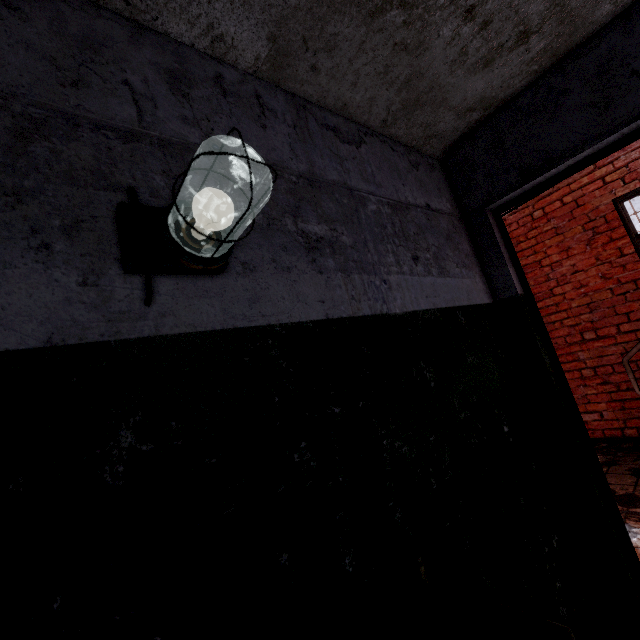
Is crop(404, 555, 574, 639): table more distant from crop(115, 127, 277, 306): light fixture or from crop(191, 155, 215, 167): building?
crop(115, 127, 277, 306): light fixture

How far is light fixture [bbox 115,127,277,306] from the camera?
0.72m

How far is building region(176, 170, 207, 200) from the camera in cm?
97

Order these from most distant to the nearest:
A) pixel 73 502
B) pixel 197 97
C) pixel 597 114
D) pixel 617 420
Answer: pixel 617 420, pixel 597 114, pixel 197 97, pixel 73 502

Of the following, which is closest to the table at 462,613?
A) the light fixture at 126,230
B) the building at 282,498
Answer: the building at 282,498

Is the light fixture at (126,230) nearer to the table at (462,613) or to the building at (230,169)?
the building at (230,169)

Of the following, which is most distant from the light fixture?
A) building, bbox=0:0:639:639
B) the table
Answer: the table
